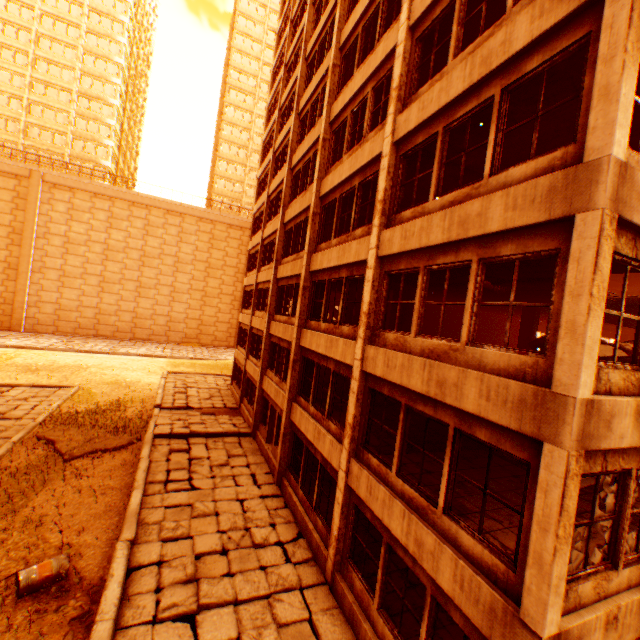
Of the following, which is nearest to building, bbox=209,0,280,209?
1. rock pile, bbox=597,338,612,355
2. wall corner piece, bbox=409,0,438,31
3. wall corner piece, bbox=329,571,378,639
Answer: wall corner piece, bbox=409,0,438,31

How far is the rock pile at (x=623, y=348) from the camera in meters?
10.3

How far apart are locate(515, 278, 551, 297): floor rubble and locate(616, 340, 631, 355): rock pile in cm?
91

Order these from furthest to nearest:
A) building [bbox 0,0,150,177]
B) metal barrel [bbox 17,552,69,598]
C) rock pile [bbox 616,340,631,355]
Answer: building [bbox 0,0,150,177] → rock pile [bbox 616,340,631,355] → metal barrel [bbox 17,552,69,598]

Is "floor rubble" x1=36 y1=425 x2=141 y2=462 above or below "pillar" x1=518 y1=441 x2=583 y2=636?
below

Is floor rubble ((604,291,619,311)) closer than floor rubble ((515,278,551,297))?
No

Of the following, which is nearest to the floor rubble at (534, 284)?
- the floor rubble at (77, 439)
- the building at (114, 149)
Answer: the floor rubble at (77, 439)

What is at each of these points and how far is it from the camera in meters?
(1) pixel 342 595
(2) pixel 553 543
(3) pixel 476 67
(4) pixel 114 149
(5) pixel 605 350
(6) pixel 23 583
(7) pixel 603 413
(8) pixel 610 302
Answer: (1) wall corner piece, 8.0
(2) pillar, 4.0
(3) wall corner piece, 6.1
(4) building, 48.1
(5) rock pile, 10.5
(6) metal barrel, 7.2
(7) wall corner piece, 4.2
(8) floor rubble, 12.1
